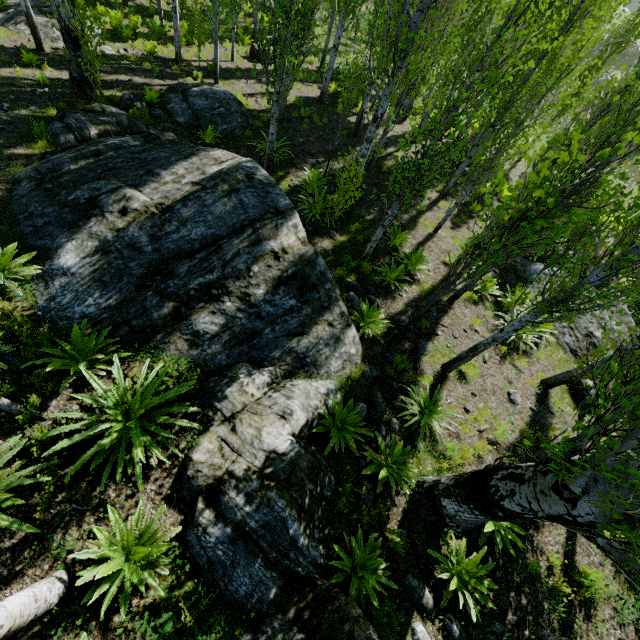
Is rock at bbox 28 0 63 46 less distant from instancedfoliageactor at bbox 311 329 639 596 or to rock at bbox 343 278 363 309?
instancedfoliageactor at bbox 311 329 639 596

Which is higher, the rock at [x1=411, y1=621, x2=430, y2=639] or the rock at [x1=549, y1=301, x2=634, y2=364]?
the rock at [x1=411, y1=621, x2=430, y2=639]

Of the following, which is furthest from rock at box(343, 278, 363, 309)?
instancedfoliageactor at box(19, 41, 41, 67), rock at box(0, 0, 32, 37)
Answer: rock at box(0, 0, 32, 37)

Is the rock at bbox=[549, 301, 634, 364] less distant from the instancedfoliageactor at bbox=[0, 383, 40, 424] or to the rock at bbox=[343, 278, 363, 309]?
the instancedfoliageactor at bbox=[0, 383, 40, 424]

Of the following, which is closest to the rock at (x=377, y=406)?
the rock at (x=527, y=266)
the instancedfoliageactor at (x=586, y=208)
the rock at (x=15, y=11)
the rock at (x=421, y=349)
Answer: the instancedfoliageactor at (x=586, y=208)

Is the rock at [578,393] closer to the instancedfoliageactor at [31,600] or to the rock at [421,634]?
the instancedfoliageactor at [31,600]

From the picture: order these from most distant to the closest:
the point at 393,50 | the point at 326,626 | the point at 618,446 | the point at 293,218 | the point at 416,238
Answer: the point at 416,238
the point at 393,50
the point at 293,218
the point at 326,626
the point at 618,446

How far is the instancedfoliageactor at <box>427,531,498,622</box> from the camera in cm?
448
